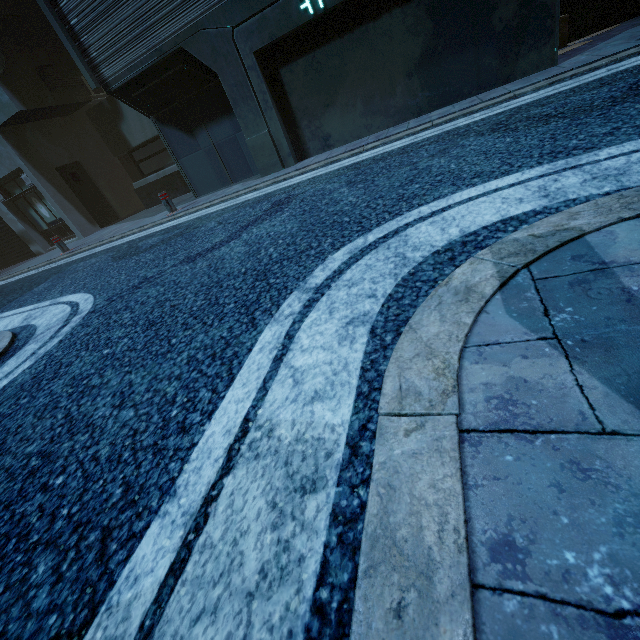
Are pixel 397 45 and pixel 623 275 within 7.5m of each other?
yes
